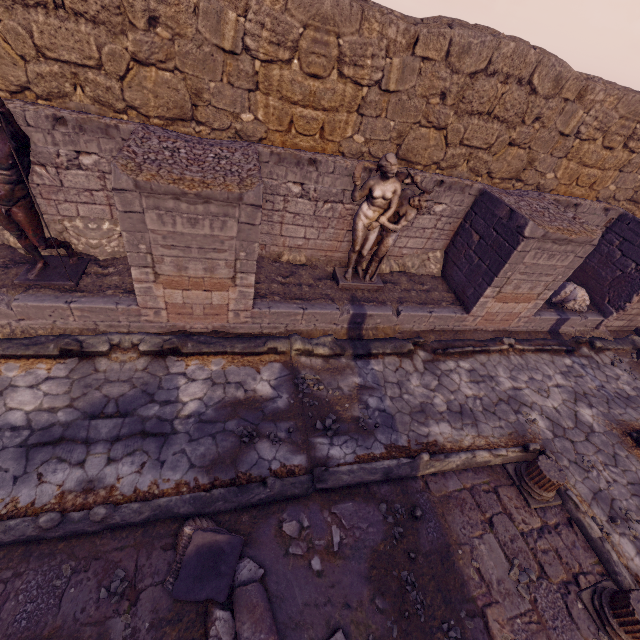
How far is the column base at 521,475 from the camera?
4.9m

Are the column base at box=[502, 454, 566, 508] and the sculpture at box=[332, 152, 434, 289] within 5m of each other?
yes

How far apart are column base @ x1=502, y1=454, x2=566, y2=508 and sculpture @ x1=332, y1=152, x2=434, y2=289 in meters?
4.1 m

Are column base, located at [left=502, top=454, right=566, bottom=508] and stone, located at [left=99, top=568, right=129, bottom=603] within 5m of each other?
no

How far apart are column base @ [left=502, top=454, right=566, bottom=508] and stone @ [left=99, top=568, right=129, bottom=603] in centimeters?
554cm

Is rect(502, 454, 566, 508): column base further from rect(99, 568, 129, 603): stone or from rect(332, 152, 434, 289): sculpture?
rect(99, 568, 129, 603): stone

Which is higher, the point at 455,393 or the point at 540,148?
the point at 540,148

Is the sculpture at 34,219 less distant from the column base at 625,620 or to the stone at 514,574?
the stone at 514,574
